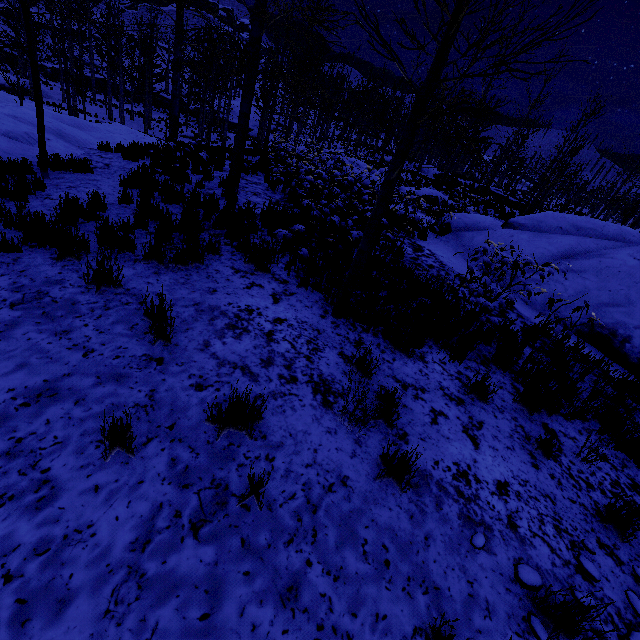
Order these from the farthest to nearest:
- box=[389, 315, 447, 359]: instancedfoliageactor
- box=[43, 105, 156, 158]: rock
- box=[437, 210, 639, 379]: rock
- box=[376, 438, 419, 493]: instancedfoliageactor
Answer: box=[43, 105, 156, 158]: rock → box=[437, 210, 639, 379]: rock → box=[389, 315, 447, 359]: instancedfoliageactor → box=[376, 438, 419, 493]: instancedfoliageactor

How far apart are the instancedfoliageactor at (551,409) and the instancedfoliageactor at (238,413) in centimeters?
339cm

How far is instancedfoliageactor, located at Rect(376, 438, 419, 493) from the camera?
2.6 meters

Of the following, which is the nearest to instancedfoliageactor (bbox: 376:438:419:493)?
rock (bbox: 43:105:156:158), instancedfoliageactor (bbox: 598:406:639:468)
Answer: instancedfoliageactor (bbox: 598:406:639:468)

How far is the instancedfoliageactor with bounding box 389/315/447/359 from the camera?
4.2m

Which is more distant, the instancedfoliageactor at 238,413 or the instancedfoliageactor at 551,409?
the instancedfoliageactor at 551,409

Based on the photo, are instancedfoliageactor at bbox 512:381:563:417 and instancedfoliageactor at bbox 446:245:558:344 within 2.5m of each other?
yes

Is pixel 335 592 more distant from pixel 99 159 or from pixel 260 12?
pixel 99 159
